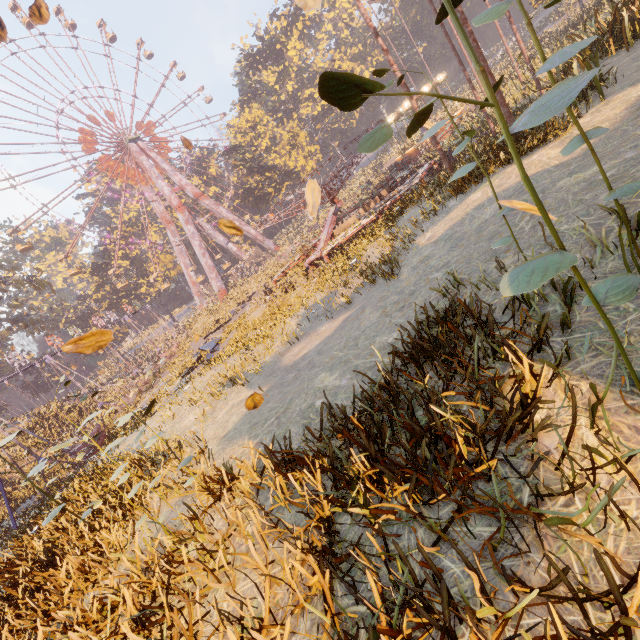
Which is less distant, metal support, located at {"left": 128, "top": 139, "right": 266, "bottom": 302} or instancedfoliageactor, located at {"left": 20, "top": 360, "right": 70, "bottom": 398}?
metal support, located at {"left": 128, "top": 139, "right": 266, "bottom": 302}

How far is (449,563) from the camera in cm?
184

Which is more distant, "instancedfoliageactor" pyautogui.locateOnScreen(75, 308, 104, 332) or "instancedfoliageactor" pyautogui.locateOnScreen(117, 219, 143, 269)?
"instancedfoliageactor" pyautogui.locateOnScreen(75, 308, 104, 332)

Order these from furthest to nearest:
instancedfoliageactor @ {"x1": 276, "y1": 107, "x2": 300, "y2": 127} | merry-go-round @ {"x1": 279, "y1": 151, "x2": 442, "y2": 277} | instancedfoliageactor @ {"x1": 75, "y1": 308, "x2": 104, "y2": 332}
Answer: instancedfoliageactor @ {"x1": 75, "y1": 308, "x2": 104, "y2": 332} < instancedfoliageactor @ {"x1": 276, "y1": 107, "x2": 300, "y2": 127} < merry-go-round @ {"x1": 279, "y1": 151, "x2": 442, "y2": 277}

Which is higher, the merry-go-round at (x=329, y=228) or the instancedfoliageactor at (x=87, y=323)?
the instancedfoliageactor at (x=87, y=323)

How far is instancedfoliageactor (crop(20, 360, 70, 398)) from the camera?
55.2 meters

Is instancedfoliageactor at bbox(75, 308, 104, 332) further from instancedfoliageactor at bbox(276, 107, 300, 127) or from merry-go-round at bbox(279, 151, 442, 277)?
instancedfoliageactor at bbox(276, 107, 300, 127)

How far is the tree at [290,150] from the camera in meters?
44.7 m
